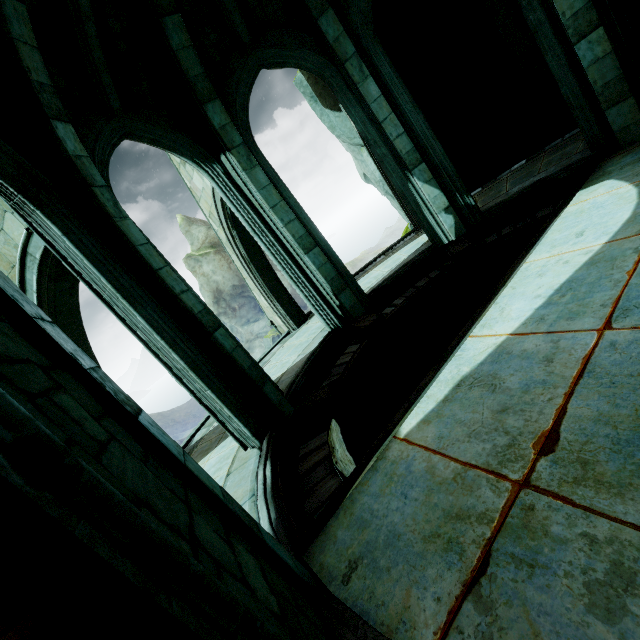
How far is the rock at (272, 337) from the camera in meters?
42.3

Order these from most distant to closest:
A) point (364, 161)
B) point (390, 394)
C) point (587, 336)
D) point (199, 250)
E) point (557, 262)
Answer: point (199, 250) → point (364, 161) → point (390, 394) → point (557, 262) → point (587, 336)

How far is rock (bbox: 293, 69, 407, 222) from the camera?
9.91m

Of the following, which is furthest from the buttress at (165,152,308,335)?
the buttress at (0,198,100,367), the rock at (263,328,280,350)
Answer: the rock at (263,328,280,350)

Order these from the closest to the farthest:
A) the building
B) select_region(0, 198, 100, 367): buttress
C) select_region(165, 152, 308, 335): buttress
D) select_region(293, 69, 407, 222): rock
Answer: the building, select_region(0, 198, 100, 367): buttress, select_region(165, 152, 308, 335): buttress, select_region(293, 69, 407, 222): rock

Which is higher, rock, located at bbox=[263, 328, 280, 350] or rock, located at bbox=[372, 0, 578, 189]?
rock, located at bbox=[372, 0, 578, 189]

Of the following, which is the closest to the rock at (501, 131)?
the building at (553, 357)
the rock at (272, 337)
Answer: the building at (553, 357)

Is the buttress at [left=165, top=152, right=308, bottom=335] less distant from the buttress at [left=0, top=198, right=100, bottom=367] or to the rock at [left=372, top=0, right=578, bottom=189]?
the rock at [left=372, top=0, right=578, bottom=189]
